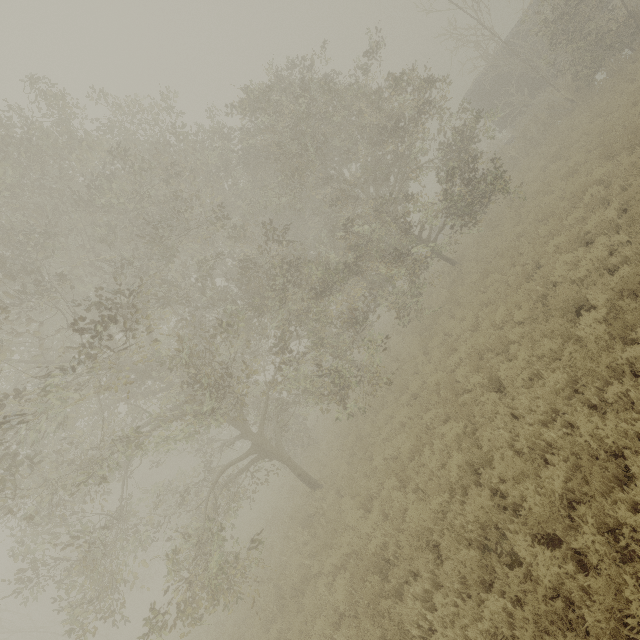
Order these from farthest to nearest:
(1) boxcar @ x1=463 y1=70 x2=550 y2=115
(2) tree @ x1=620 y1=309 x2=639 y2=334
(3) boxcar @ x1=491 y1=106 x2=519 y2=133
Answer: (3) boxcar @ x1=491 y1=106 x2=519 y2=133
(1) boxcar @ x1=463 y1=70 x2=550 y2=115
(2) tree @ x1=620 y1=309 x2=639 y2=334

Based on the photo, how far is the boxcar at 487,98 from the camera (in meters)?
21.50

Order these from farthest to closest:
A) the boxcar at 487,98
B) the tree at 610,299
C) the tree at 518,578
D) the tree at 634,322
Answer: the boxcar at 487,98 < the tree at 610,299 < the tree at 634,322 < the tree at 518,578

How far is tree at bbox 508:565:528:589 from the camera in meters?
4.8 m

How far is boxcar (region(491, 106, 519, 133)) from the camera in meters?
22.4 m

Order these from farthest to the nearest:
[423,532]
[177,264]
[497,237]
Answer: [177,264], [497,237], [423,532]
